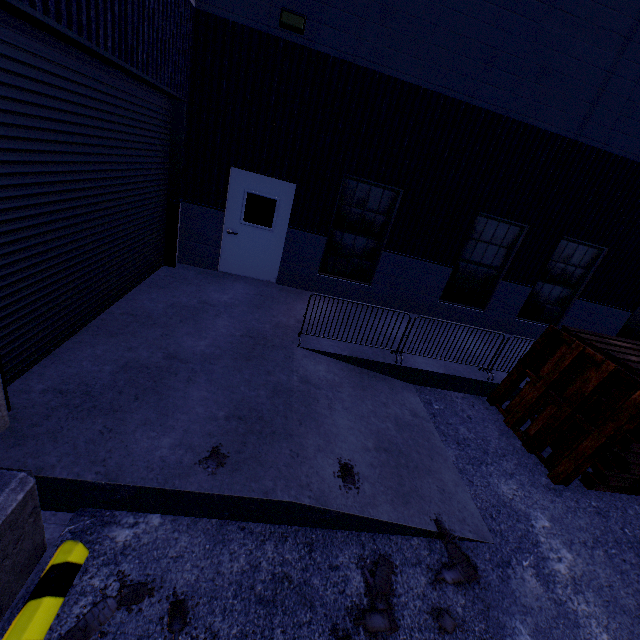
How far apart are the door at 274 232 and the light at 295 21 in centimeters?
256cm

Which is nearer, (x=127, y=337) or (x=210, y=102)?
(x=127, y=337)

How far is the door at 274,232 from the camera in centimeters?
745cm

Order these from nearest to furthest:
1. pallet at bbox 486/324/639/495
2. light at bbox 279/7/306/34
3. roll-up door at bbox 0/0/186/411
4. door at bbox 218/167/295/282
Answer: roll-up door at bbox 0/0/186/411
pallet at bbox 486/324/639/495
light at bbox 279/7/306/34
door at bbox 218/167/295/282

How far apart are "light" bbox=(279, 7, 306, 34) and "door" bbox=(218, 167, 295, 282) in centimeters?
256cm

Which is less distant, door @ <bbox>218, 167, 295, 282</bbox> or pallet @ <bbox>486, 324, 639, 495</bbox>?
pallet @ <bbox>486, 324, 639, 495</bbox>

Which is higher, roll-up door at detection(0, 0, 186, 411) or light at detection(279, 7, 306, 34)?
light at detection(279, 7, 306, 34)

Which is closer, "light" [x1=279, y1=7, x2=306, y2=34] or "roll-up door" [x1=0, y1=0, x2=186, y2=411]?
"roll-up door" [x1=0, y1=0, x2=186, y2=411]
